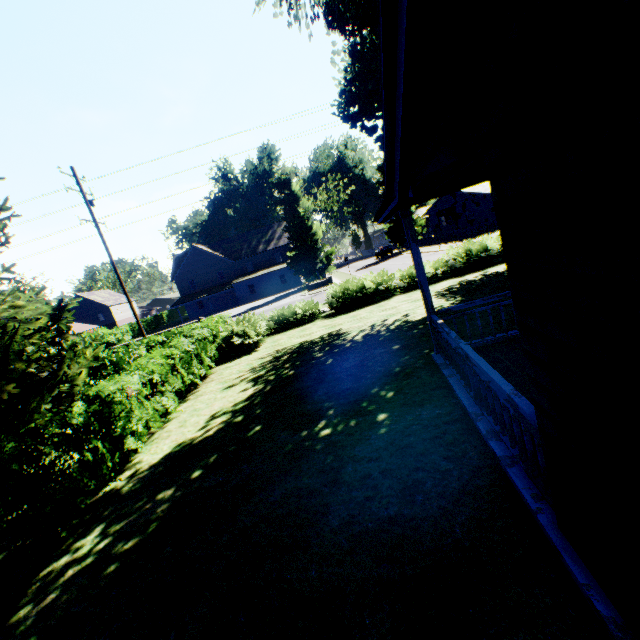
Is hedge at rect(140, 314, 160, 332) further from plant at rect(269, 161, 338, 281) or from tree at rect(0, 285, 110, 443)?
plant at rect(269, 161, 338, 281)

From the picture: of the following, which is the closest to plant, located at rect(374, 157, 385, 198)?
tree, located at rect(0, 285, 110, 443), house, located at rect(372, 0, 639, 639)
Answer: tree, located at rect(0, 285, 110, 443)

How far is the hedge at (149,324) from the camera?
53.3 meters

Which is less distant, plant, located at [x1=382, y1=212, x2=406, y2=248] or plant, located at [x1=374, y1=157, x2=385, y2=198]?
plant, located at [x1=374, y1=157, x2=385, y2=198]

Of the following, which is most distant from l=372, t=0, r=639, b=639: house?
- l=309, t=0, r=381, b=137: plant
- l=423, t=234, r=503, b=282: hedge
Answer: l=423, t=234, r=503, b=282: hedge

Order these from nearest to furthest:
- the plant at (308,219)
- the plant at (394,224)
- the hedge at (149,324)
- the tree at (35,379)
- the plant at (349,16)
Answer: the tree at (35,379)
the plant at (349,16)
the plant at (308,219)
the plant at (394,224)
the hedge at (149,324)

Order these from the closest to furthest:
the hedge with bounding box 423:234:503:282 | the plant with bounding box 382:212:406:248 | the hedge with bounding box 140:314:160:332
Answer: the hedge with bounding box 423:234:503:282 < the plant with bounding box 382:212:406:248 < the hedge with bounding box 140:314:160:332

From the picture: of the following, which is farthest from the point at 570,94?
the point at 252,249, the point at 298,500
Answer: the point at 252,249
